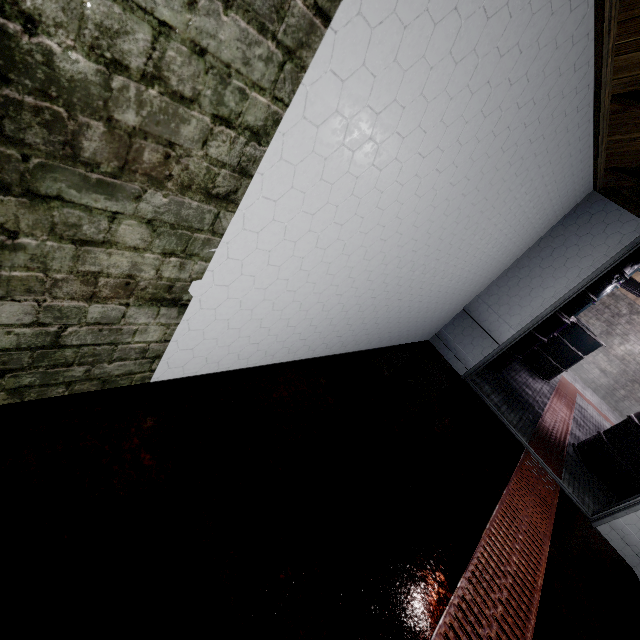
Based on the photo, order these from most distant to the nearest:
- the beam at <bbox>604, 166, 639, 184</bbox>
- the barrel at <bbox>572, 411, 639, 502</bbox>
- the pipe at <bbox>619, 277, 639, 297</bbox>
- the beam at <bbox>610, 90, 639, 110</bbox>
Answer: the pipe at <bbox>619, 277, 639, 297</bbox> < the barrel at <bbox>572, 411, 639, 502</bbox> < the beam at <bbox>604, 166, 639, 184</bbox> < the beam at <bbox>610, 90, 639, 110</bbox>

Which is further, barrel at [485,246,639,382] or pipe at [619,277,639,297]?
pipe at [619,277,639,297]

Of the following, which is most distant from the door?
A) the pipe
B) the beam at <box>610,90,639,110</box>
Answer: the pipe

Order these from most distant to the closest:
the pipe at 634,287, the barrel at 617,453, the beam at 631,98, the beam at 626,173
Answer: the pipe at 634,287 → the barrel at 617,453 → the beam at 626,173 → the beam at 631,98

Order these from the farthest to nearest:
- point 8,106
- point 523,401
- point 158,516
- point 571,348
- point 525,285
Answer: point 571,348 → point 523,401 → point 525,285 → point 158,516 → point 8,106

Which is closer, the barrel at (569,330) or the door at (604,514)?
the door at (604,514)

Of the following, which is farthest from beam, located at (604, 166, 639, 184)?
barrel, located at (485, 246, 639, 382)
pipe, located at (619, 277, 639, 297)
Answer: pipe, located at (619, 277, 639, 297)

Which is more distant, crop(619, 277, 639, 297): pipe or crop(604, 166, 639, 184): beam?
crop(619, 277, 639, 297): pipe
